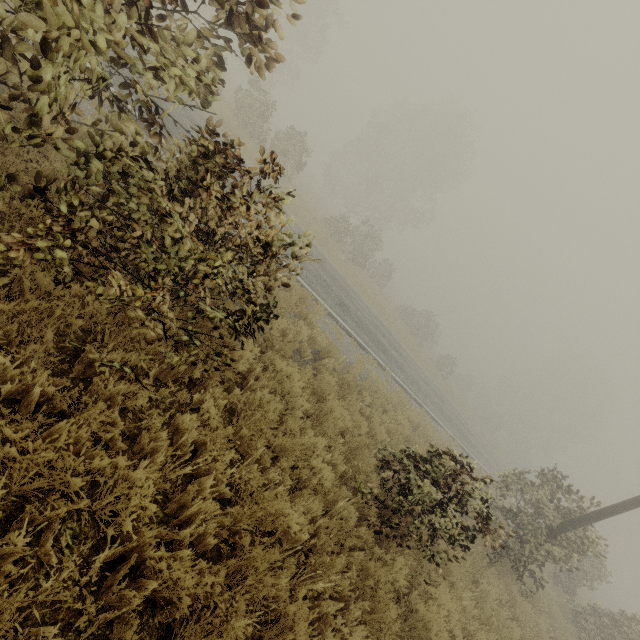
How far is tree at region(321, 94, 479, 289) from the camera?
27.47m

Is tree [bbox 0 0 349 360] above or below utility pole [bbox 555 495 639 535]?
below

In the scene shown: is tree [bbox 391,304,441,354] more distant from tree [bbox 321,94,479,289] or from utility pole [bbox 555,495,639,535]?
utility pole [bbox 555,495,639,535]

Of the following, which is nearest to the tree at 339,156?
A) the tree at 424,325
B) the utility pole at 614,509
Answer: the utility pole at 614,509

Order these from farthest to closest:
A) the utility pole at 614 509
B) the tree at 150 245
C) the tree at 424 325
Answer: the tree at 424 325, the utility pole at 614 509, the tree at 150 245

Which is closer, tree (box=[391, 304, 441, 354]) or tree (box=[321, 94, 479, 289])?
tree (box=[321, 94, 479, 289])

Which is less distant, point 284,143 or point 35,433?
point 35,433

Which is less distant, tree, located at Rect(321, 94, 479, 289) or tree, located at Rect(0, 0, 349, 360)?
tree, located at Rect(0, 0, 349, 360)
